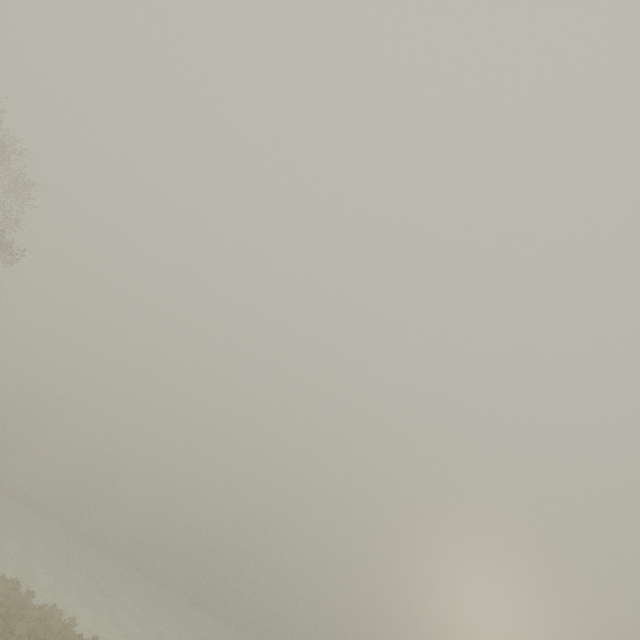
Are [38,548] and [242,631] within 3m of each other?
no
